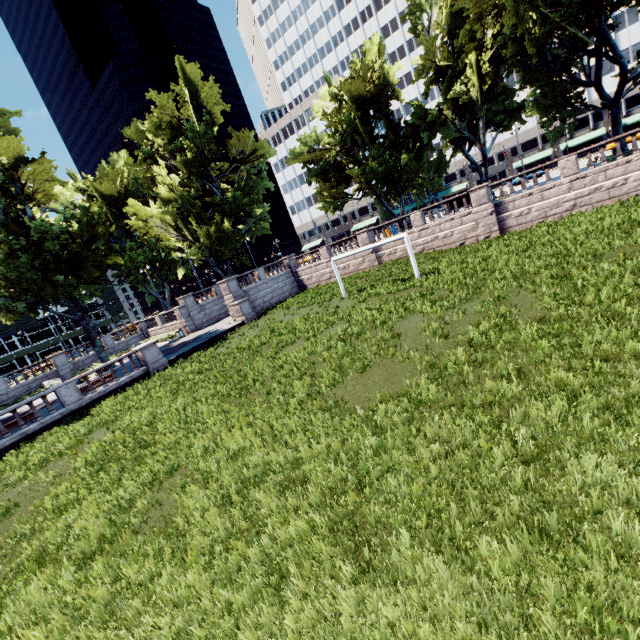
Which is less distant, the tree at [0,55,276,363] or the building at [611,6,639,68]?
the tree at [0,55,276,363]

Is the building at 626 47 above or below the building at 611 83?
above

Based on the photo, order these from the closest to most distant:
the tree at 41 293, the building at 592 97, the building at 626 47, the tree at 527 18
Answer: the tree at 527 18, the tree at 41 293, the building at 626 47, the building at 592 97

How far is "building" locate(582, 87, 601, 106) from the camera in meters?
58.1 m

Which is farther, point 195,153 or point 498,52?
point 195,153

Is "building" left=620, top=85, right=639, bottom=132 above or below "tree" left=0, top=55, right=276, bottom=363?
below

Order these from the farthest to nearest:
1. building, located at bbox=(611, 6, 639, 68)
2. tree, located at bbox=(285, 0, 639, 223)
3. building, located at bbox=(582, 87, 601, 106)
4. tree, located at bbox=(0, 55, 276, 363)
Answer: building, located at bbox=(582, 87, 601, 106) < building, located at bbox=(611, 6, 639, 68) < tree, located at bbox=(0, 55, 276, 363) < tree, located at bbox=(285, 0, 639, 223)
